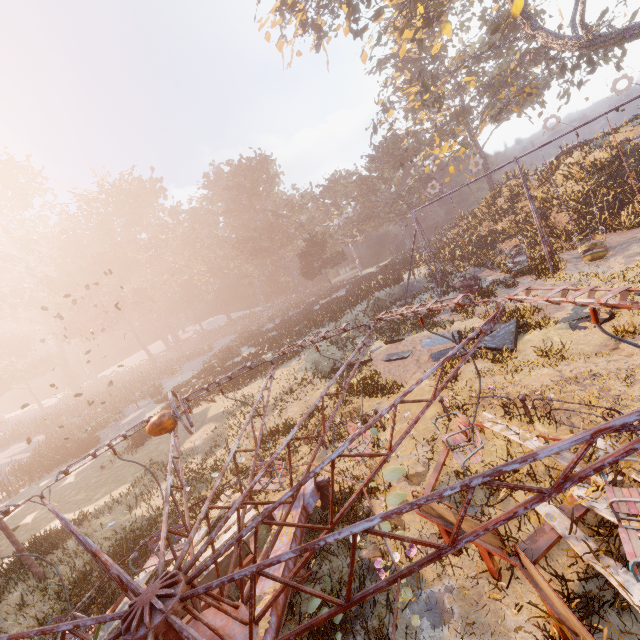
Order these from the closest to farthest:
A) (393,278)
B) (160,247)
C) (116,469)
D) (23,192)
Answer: (116,469) → (393,278) → (23,192) → (160,247)

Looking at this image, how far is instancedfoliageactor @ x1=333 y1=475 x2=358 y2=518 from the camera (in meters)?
7.34

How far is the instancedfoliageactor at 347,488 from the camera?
7.3m

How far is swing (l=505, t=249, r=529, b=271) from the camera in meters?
18.6

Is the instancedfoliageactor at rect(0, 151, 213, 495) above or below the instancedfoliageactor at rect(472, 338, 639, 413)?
above

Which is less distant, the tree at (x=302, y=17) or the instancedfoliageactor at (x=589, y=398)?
the instancedfoliageactor at (x=589, y=398)

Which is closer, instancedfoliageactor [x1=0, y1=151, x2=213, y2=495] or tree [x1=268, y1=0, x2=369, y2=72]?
tree [x1=268, y1=0, x2=369, y2=72]

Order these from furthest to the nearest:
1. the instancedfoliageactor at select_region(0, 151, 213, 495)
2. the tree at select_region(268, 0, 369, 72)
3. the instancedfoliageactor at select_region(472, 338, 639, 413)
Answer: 1. the instancedfoliageactor at select_region(0, 151, 213, 495)
2. the tree at select_region(268, 0, 369, 72)
3. the instancedfoliageactor at select_region(472, 338, 639, 413)
